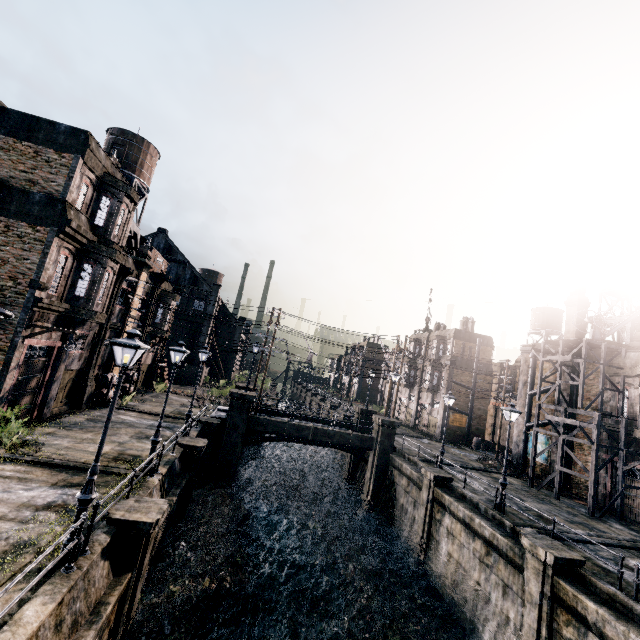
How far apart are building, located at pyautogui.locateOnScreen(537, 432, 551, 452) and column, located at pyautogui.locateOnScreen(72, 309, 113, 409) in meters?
36.5

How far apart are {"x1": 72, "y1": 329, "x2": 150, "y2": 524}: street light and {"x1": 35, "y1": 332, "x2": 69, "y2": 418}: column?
14.4 meters

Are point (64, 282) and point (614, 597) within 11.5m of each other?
no

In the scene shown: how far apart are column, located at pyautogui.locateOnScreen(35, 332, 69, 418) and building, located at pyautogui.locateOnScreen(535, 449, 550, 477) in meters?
37.4 m

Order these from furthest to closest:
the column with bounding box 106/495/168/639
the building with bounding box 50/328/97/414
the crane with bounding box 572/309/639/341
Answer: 1. the crane with bounding box 572/309/639/341
2. the building with bounding box 50/328/97/414
3. the column with bounding box 106/495/168/639

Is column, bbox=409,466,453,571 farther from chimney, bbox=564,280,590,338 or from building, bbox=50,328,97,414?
building, bbox=50,328,97,414

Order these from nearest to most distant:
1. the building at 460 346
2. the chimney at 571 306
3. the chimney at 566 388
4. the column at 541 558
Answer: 1. the column at 541 558
2. the chimney at 566 388
3. the chimney at 571 306
4. the building at 460 346

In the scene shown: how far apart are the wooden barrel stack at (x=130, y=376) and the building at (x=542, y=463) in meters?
36.5
